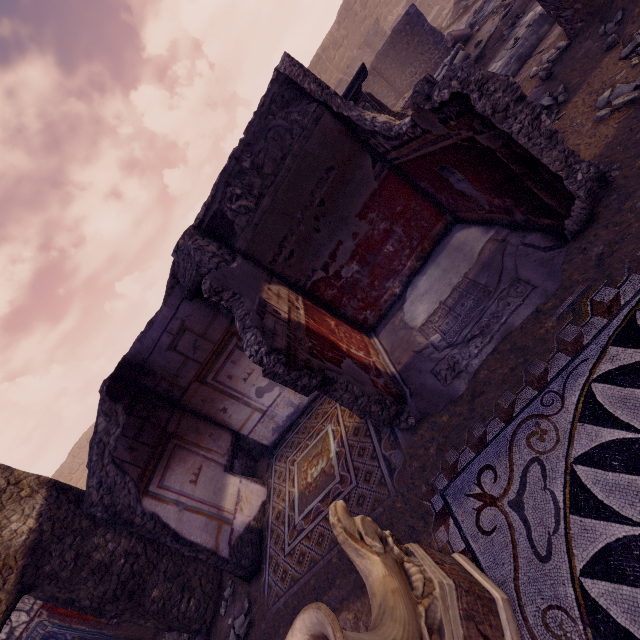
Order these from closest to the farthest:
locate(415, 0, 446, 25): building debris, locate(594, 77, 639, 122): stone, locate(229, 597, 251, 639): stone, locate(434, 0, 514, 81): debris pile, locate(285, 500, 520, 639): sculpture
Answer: locate(285, 500, 520, 639): sculpture, locate(594, 77, 639, 122): stone, locate(229, 597, 251, 639): stone, locate(434, 0, 514, 81): debris pile, locate(415, 0, 446, 25): building debris

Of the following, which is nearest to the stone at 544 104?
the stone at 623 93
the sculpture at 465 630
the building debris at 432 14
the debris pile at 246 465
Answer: the stone at 623 93

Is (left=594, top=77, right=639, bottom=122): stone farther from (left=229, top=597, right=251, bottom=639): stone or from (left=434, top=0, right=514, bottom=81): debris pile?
(left=229, top=597, right=251, bottom=639): stone

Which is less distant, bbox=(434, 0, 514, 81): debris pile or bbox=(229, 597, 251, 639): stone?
bbox=(229, 597, 251, 639): stone

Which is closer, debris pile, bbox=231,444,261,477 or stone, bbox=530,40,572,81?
stone, bbox=530,40,572,81

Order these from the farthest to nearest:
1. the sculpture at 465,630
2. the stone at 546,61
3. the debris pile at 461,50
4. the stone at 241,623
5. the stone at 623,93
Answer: the debris pile at 461,50 → the stone at 546,61 → the stone at 241,623 → the stone at 623,93 → the sculpture at 465,630

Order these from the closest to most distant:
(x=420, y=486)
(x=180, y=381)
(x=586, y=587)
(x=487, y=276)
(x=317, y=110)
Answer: (x=586, y=587) < (x=420, y=486) < (x=487, y=276) < (x=317, y=110) < (x=180, y=381)

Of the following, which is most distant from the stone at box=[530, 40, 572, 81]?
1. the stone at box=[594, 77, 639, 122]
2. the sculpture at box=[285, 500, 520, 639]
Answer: the sculpture at box=[285, 500, 520, 639]
